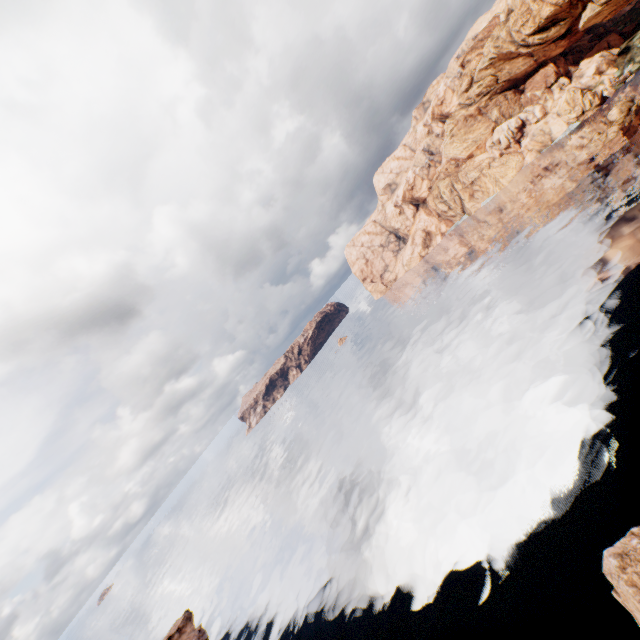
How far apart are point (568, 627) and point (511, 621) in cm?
389
